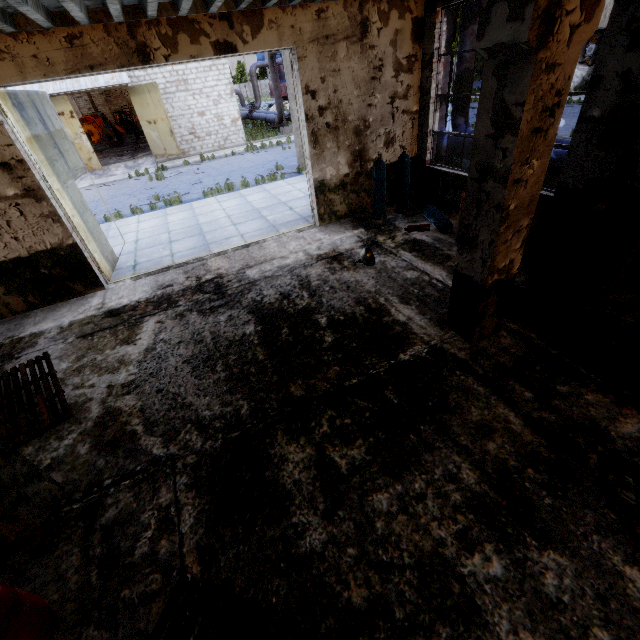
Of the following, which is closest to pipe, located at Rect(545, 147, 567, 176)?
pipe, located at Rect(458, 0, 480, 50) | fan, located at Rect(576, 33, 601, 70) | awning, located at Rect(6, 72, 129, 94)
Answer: pipe, located at Rect(458, 0, 480, 50)

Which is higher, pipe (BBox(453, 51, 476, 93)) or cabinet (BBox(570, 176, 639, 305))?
pipe (BBox(453, 51, 476, 93))

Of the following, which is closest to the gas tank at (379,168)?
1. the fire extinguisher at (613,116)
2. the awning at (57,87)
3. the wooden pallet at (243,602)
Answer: the fire extinguisher at (613,116)

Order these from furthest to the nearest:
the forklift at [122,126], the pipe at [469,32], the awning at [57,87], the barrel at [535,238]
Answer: the forklift at [122,126] → the awning at [57,87] → the pipe at [469,32] → the barrel at [535,238]

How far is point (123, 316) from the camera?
6.52m

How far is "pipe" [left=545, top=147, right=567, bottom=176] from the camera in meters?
7.6 m

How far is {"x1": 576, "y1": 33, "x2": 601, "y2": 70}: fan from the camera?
20.76m

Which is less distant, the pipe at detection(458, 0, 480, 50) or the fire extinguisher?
the fire extinguisher
